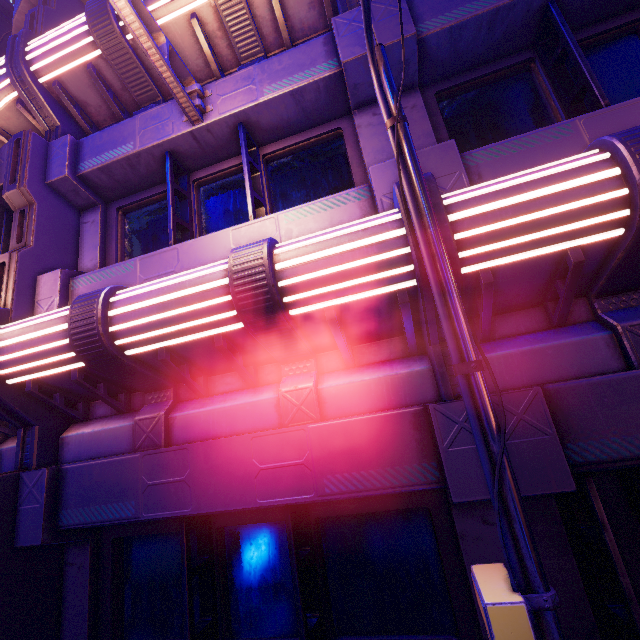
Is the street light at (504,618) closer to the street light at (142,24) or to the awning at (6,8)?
the street light at (142,24)

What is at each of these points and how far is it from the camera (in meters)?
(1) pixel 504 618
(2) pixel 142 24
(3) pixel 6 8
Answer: (1) street light, 1.46
(2) street light, 3.40
(3) awning, 9.29

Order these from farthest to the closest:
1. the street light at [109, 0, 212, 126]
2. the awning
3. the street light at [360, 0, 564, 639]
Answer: the awning
the street light at [109, 0, 212, 126]
the street light at [360, 0, 564, 639]

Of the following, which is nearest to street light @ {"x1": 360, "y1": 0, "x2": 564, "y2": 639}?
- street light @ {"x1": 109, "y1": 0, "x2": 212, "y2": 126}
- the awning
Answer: street light @ {"x1": 109, "y1": 0, "x2": 212, "y2": 126}

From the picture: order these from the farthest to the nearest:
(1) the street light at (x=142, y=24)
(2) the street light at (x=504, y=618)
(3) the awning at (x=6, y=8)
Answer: (3) the awning at (x=6, y=8) < (1) the street light at (x=142, y=24) < (2) the street light at (x=504, y=618)

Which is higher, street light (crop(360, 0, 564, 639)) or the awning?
the awning

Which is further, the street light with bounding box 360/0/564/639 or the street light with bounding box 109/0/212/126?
the street light with bounding box 109/0/212/126
